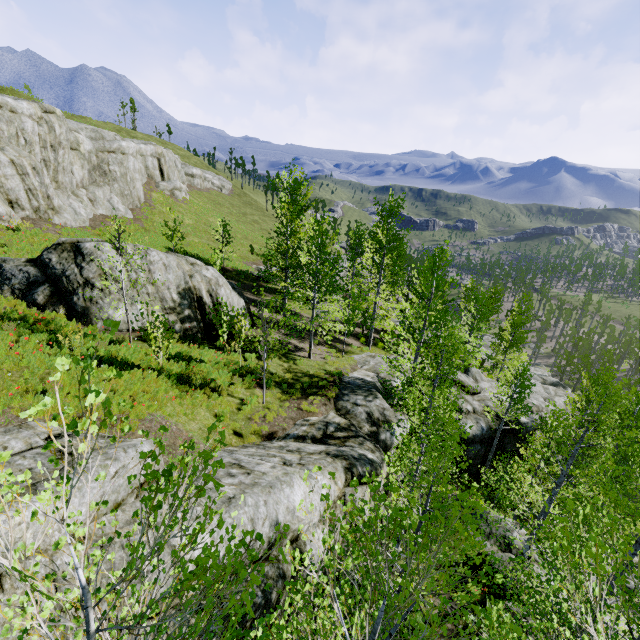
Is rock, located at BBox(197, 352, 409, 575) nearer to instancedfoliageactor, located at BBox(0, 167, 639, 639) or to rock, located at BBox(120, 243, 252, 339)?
instancedfoliageactor, located at BBox(0, 167, 639, 639)

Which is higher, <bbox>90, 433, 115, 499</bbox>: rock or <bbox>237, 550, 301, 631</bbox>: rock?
<bbox>90, 433, 115, 499</bbox>: rock

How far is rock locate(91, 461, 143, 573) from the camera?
4.46m

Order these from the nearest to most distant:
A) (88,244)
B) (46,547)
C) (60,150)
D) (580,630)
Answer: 1. (46,547)
2. (580,630)
3. (88,244)
4. (60,150)

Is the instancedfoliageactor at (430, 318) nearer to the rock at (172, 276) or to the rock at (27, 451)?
the rock at (27, 451)

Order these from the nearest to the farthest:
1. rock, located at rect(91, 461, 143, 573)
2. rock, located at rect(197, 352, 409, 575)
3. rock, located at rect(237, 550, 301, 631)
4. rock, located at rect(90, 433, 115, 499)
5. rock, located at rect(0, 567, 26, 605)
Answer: rock, located at rect(0, 567, 26, 605) → rock, located at rect(91, 461, 143, 573) → rock, located at rect(90, 433, 115, 499) → rock, located at rect(237, 550, 301, 631) → rock, located at rect(197, 352, 409, 575)

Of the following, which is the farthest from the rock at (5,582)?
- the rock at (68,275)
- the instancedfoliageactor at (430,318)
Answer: the rock at (68,275)
